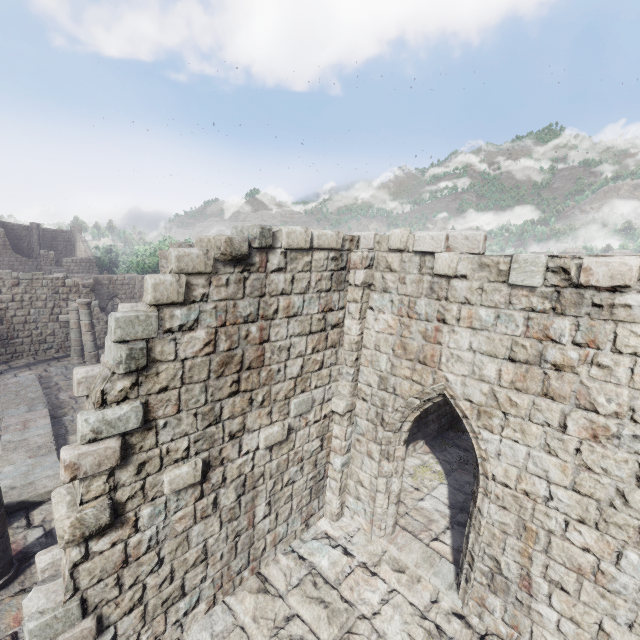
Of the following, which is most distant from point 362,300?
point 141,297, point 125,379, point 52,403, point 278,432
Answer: point 141,297
